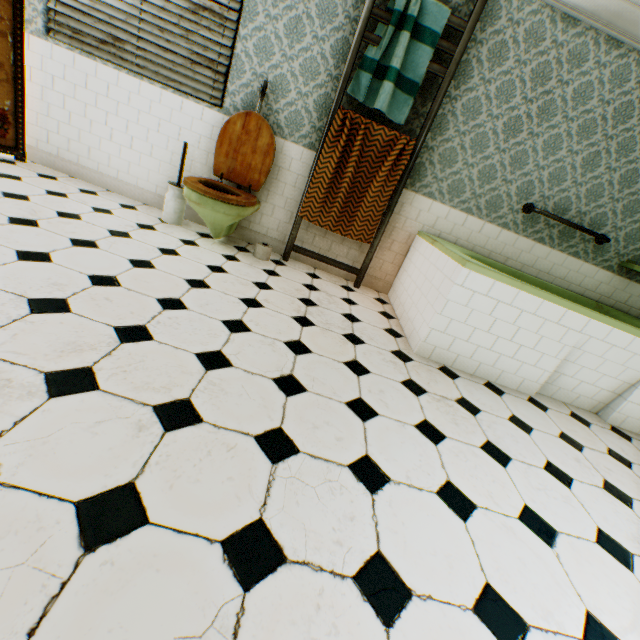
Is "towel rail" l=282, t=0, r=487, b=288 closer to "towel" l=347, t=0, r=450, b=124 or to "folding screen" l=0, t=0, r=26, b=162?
"towel" l=347, t=0, r=450, b=124

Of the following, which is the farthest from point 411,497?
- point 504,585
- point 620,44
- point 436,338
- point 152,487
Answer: point 620,44

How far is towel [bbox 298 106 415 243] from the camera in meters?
3.1 m

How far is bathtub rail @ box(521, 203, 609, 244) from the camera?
3.3 meters

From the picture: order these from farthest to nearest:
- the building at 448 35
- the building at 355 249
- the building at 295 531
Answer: the building at 355 249, the building at 448 35, the building at 295 531

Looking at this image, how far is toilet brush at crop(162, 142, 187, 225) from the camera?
3.2 meters

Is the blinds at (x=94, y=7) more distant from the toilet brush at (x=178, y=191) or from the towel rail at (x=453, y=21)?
the towel rail at (x=453, y=21)

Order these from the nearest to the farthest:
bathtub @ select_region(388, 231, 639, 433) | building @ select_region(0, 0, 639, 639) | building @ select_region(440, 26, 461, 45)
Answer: building @ select_region(0, 0, 639, 639) < bathtub @ select_region(388, 231, 639, 433) < building @ select_region(440, 26, 461, 45)
